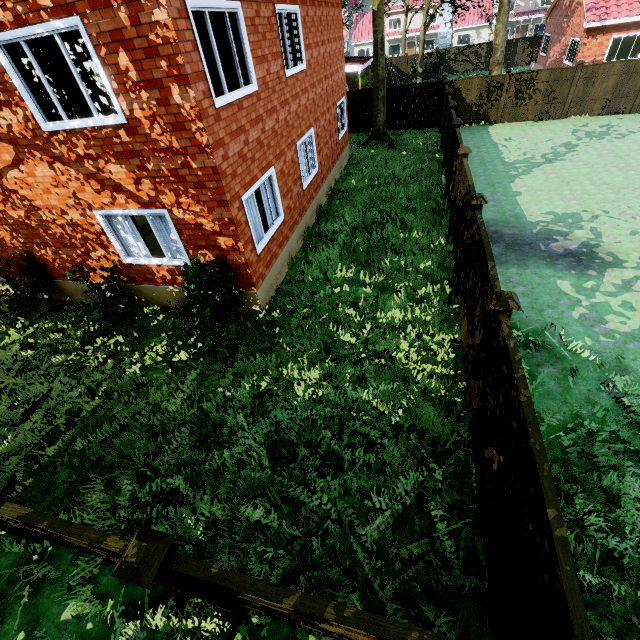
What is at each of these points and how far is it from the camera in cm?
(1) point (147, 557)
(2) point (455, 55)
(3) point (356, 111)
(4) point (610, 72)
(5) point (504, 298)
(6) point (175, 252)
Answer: (1) fence post, 238
(2) fence, 3431
(3) fence, 2022
(4) fence, 1641
(5) fence post, 395
(6) curtain, 777

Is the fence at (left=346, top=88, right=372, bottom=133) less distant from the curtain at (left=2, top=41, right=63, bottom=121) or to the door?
the curtain at (left=2, top=41, right=63, bottom=121)

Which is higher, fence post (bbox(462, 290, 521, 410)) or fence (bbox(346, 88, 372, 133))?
fence post (bbox(462, 290, 521, 410))

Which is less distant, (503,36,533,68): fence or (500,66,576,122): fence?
(500,66,576,122): fence

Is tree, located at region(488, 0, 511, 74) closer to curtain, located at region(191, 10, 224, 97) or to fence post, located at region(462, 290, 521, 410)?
curtain, located at region(191, 10, 224, 97)

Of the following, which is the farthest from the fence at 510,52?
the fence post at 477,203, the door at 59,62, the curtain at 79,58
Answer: the door at 59,62

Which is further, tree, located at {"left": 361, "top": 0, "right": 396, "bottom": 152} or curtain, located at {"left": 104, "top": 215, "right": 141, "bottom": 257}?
tree, located at {"left": 361, "top": 0, "right": 396, "bottom": 152}

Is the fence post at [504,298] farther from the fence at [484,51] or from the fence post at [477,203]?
the fence post at [477,203]
